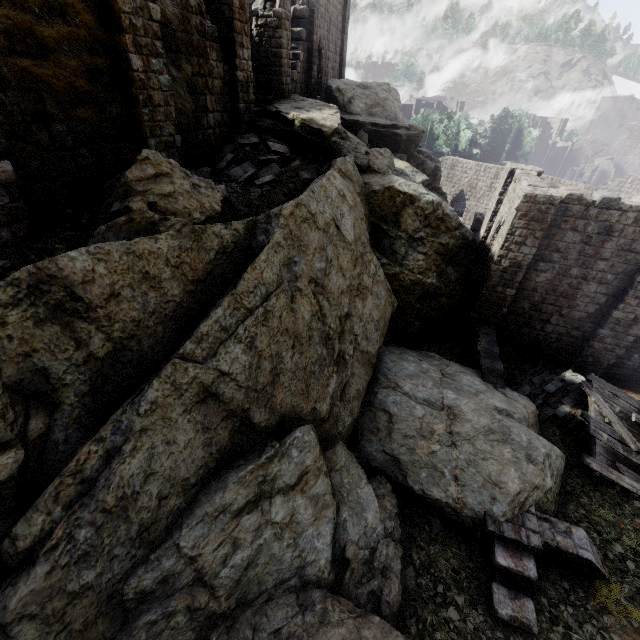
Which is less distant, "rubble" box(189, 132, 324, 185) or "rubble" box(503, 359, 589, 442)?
"rubble" box(189, 132, 324, 185)

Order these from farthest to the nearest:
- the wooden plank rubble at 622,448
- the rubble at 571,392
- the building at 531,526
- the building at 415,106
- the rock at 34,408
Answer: the building at 415,106 < the rubble at 571,392 < the wooden plank rubble at 622,448 < the building at 531,526 < the rock at 34,408

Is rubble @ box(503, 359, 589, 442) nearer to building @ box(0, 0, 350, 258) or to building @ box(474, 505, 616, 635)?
building @ box(474, 505, 616, 635)

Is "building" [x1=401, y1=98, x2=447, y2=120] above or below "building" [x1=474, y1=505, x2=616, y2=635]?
above

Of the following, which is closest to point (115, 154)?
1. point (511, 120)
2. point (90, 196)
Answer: point (90, 196)

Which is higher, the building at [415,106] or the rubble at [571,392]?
the building at [415,106]

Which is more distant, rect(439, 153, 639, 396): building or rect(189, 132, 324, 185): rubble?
rect(439, 153, 639, 396): building

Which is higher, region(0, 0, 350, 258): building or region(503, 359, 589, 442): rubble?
region(0, 0, 350, 258): building
